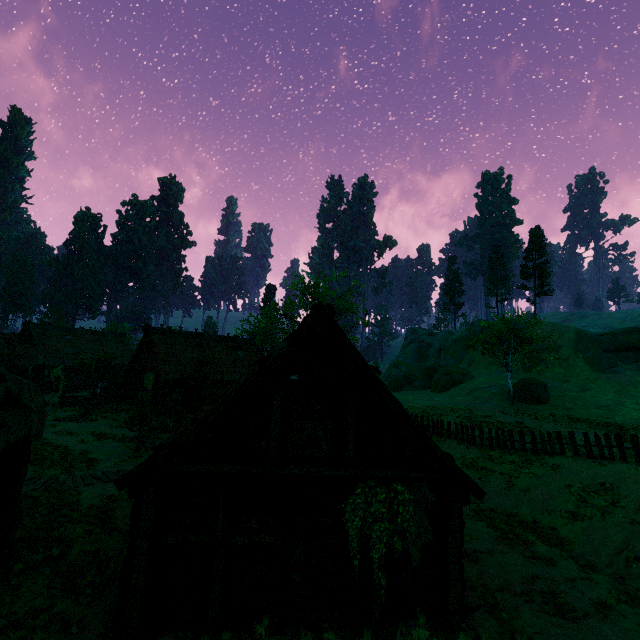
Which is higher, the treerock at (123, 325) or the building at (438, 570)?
the treerock at (123, 325)

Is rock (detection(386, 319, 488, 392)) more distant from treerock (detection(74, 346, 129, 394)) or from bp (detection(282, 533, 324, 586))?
bp (detection(282, 533, 324, 586))

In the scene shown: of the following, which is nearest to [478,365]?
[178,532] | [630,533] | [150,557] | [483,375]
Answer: [483,375]

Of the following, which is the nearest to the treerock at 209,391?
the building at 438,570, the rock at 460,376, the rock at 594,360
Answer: the building at 438,570

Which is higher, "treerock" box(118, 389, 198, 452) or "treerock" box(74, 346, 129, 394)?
"treerock" box(74, 346, 129, 394)

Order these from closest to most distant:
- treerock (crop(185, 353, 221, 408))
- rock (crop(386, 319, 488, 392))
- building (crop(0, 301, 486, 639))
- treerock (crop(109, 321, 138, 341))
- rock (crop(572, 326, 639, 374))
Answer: building (crop(0, 301, 486, 639)) → treerock (crop(185, 353, 221, 408)) → rock (crop(572, 326, 639, 374)) → rock (crop(386, 319, 488, 392)) → treerock (crop(109, 321, 138, 341))

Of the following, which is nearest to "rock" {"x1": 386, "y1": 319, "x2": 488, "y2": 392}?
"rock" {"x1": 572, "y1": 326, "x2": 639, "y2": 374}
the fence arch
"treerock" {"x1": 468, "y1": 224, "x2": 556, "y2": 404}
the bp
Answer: "rock" {"x1": 572, "y1": 326, "x2": 639, "y2": 374}

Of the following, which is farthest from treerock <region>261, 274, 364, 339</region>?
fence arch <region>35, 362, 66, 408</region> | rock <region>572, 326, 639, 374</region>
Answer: rock <region>572, 326, 639, 374</region>
